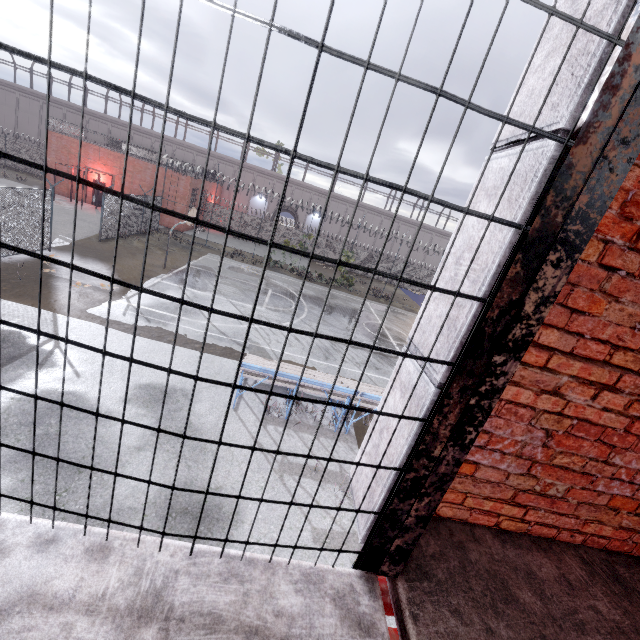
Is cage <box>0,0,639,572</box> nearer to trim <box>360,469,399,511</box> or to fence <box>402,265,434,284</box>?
trim <box>360,469,399,511</box>

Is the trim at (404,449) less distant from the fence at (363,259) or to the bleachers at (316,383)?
the fence at (363,259)

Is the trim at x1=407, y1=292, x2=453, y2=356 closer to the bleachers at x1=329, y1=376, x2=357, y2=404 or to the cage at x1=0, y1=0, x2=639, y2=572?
the cage at x1=0, y1=0, x2=639, y2=572

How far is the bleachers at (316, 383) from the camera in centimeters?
837cm

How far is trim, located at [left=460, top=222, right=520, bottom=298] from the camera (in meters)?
1.19

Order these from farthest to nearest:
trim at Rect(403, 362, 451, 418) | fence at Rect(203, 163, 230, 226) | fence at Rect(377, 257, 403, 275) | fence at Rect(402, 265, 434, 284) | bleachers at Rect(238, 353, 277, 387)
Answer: fence at Rect(402, 265, 434, 284), fence at Rect(377, 257, 403, 275), fence at Rect(203, 163, 230, 226), bleachers at Rect(238, 353, 277, 387), trim at Rect(403, 362, 451, 418)

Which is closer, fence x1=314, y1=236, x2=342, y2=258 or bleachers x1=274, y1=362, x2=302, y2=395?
bleachers x1=274, y1=362, x2=302, y2=395

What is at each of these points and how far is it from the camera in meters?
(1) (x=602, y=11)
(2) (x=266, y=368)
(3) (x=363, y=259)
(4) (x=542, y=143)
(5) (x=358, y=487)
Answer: (1) trim, 1.0 m
(2) bleachers, 8.1 m
(3) fence, 38.1 m
(4) trim, 1.1 m
(5) trim, 1.9 m
